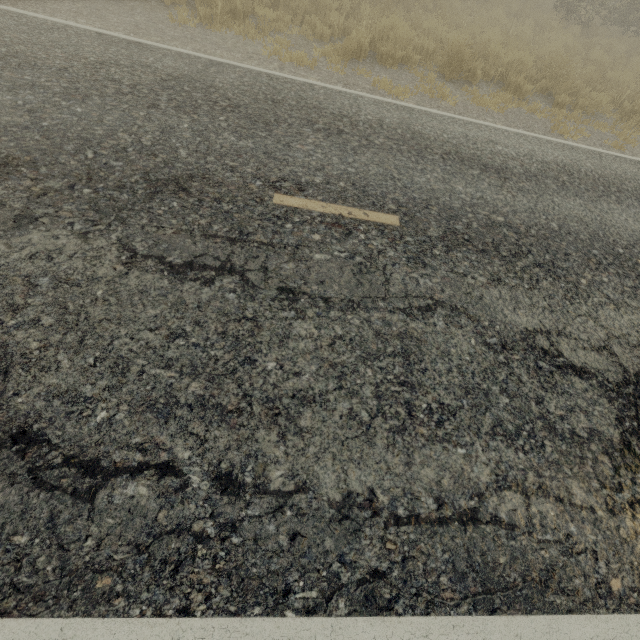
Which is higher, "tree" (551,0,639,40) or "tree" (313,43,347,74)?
"tree" (551,0,639,40)

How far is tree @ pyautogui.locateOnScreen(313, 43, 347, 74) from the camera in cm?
663

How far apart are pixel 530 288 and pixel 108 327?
4.2 meters

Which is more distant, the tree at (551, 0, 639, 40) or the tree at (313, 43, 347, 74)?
the tree at (551, 0, 639, 40)

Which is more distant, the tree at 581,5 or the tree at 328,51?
the tree at 581,5

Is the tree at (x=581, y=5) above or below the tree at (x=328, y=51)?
above
